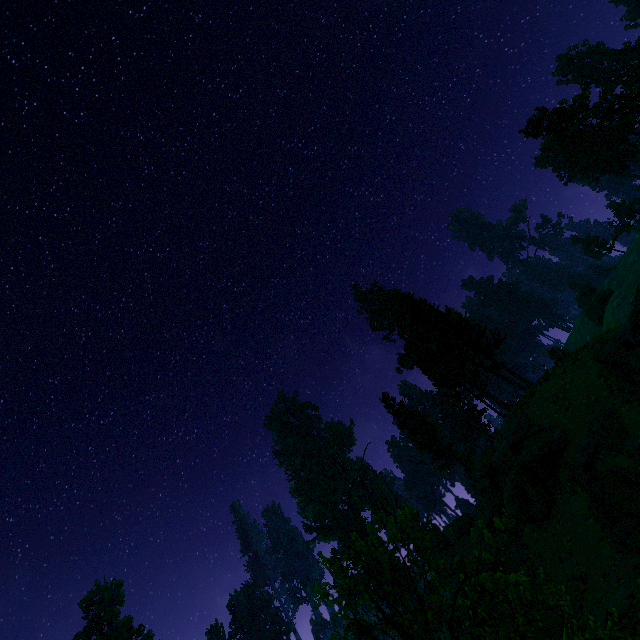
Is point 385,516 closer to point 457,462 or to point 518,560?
point 518,560

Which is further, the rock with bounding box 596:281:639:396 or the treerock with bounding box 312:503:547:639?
the rock with bounding box 596:281:639:396

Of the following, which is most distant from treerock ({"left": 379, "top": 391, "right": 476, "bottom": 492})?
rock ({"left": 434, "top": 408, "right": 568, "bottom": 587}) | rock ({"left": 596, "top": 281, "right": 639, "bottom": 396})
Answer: rock ({"left": 596, "top": 281, "right": 639, "bottom": 396})

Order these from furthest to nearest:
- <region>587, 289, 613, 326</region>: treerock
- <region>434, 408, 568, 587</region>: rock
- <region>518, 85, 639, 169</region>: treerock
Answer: <region>587, 289, 613, 326</region>: treerock → <region>518, 85, 639, 169</region>: treerock → <region>434, 408, 568, 587</region>: rock

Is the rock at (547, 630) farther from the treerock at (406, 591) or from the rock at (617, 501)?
the treerock at (406, 591)

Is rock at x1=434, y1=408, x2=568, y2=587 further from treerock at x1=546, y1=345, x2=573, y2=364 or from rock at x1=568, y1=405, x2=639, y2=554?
treerock at x1=546, y1=345, x2=573, y2=364

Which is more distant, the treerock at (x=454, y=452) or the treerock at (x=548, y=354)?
the treerock at (x=454, y=452)
